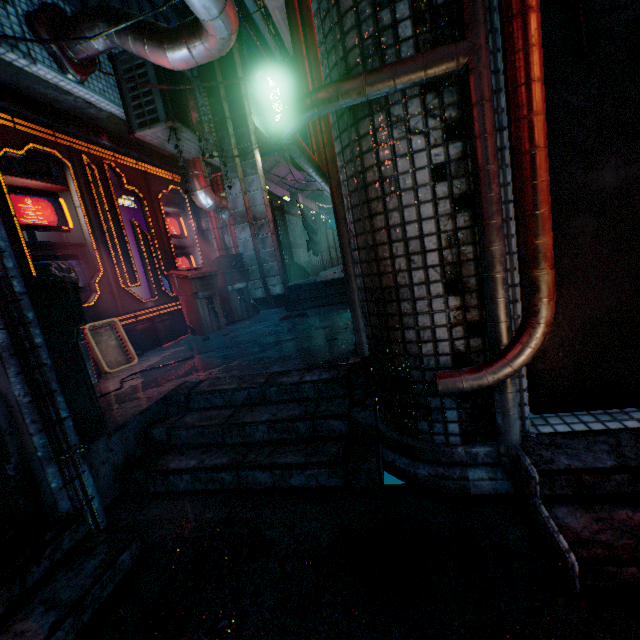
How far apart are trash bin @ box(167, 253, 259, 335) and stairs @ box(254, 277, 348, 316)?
0.7m

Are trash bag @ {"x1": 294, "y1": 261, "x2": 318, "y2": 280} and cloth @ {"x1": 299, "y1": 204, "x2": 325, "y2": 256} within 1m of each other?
yes

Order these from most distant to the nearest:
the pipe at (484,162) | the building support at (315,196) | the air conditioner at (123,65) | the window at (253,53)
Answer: the building support at (315,196), the window at (253,53), the air conditioner at (123,65), the pipe at (484,162)

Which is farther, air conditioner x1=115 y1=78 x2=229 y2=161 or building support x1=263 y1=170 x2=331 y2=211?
building support x1=263 y1=170 x2=331 y2=211

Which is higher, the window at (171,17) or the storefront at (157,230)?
the window at (171,17)

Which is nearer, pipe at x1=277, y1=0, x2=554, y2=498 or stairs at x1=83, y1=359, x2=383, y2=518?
pipe at x1=277, y1=0, x2=554, y2=498

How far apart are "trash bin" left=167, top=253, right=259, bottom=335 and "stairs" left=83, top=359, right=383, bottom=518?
2.29m

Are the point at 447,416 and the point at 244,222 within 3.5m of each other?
no
